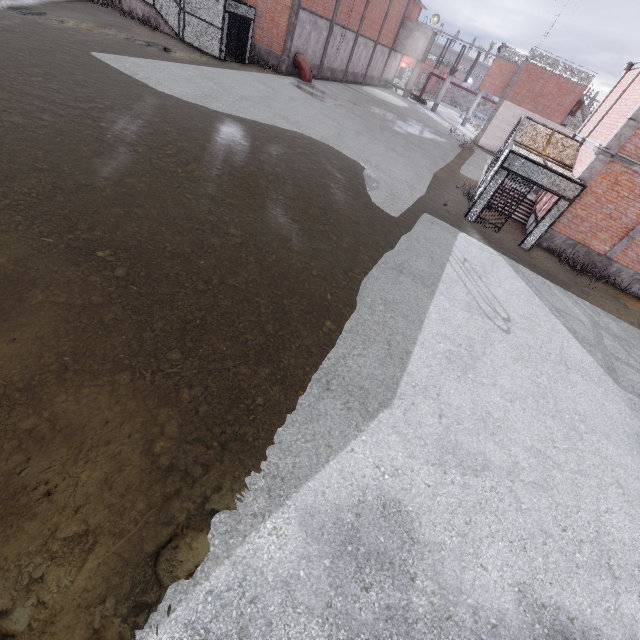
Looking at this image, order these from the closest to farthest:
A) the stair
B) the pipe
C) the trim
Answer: the trim, the stair, the pipe

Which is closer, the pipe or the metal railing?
the pipe

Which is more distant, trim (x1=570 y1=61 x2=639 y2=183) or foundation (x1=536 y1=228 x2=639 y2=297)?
foundation (x1=536 y1=228 x2=639 y2=297)

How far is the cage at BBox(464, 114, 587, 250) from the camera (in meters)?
12.11

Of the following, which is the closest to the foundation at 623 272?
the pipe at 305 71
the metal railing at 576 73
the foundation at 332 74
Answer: the pipe at 305 71

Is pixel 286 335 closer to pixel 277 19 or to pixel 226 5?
pixel 226 5

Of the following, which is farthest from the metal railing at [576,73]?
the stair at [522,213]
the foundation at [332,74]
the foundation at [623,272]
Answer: the foundation at [623,272]

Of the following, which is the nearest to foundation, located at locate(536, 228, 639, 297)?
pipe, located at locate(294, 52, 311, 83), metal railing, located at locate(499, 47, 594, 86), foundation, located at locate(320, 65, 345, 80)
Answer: pipe, located at locate(294, 52, 311, 83)
